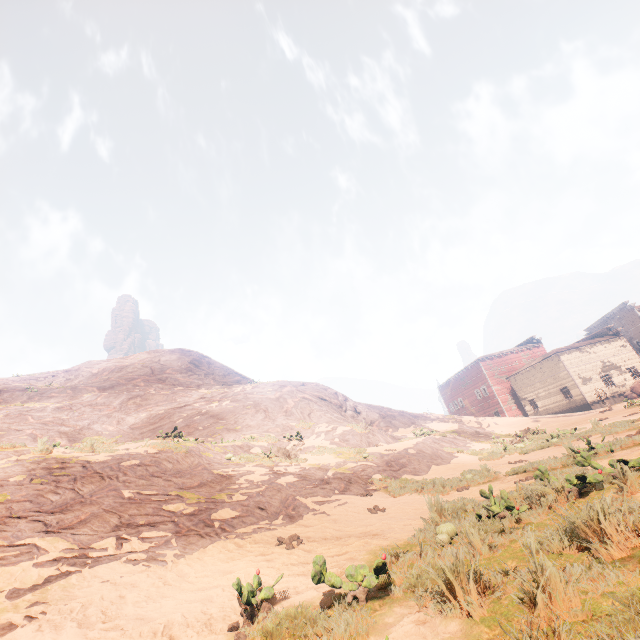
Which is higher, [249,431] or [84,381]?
[84,381]

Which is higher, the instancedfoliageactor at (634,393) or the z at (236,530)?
the instancedfoliageactor at (634,393)

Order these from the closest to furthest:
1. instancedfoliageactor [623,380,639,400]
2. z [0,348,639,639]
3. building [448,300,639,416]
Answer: z [0,348,639,639] < instancedfoliageactor [623,380,639,400] < building [448,300,639,416]

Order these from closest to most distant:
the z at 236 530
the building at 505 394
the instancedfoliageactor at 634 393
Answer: the z at 236 530
the instancedfoliageactor at 634 393
the building at 505 394

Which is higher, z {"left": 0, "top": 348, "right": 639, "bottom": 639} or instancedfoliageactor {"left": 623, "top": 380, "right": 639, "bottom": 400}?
instancedfoliageactor {"left": 623, "top": 380, "right": 639, "bottom": 400}

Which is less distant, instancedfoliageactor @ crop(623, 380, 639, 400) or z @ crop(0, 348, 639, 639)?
z @ crop(0, 348, 639, 639)

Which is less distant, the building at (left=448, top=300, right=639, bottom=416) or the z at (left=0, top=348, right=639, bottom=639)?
the z at (left=0, top=348, right=639, bottom=639)

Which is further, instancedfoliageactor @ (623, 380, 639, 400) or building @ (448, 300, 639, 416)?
building @ (448, 300, 639, 416)
